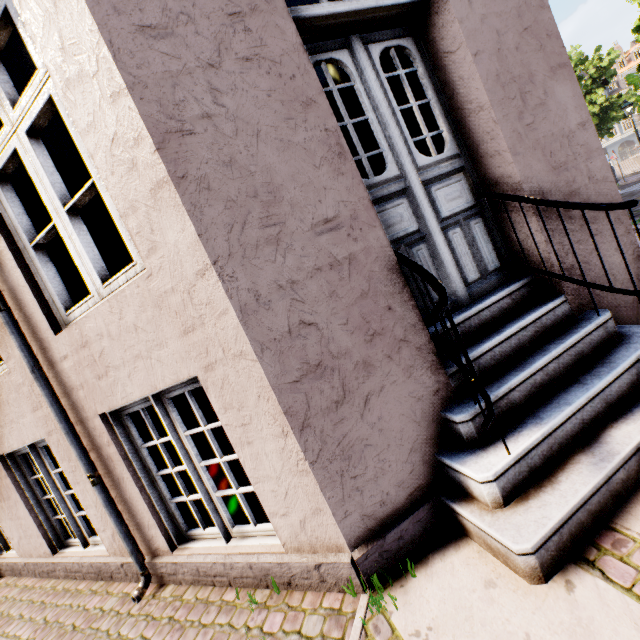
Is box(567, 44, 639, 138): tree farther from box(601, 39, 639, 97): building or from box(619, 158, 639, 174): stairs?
box(619, 158, 639, 174): stairs

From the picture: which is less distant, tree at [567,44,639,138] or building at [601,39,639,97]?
tree at [567,44,639,138]

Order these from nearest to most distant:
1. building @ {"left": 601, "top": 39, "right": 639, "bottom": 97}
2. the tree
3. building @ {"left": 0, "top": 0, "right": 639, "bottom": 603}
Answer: building @ {"left": 0, "top": 0, "right": 639, "bottom": 603} < the tree < building @ {"left": 601, "top": 39, "right": 639, "bottom": 97}

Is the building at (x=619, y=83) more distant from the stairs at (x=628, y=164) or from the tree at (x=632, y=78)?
the stairs at (x=628, y=164)

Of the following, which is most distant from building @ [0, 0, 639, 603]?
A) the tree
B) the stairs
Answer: the stairs

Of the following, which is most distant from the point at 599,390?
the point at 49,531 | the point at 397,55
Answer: the point at 397,55

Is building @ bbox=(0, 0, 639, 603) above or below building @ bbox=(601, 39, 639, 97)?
below
